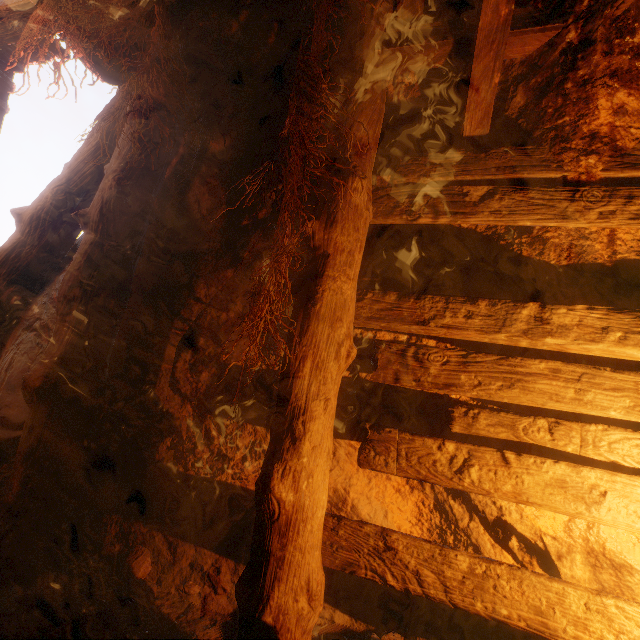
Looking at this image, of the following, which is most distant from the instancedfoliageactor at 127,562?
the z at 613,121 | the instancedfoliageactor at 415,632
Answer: the instancedfoliageactor at 415,632

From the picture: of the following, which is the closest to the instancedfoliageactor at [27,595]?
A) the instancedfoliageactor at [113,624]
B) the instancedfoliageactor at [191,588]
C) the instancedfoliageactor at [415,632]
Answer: the instancedfoliageactor at [113,624]

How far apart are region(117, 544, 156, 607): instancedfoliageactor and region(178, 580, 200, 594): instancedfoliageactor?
0.2m

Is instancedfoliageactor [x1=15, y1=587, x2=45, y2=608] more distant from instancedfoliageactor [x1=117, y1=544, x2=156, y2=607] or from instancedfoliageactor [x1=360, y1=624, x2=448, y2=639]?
instancedfoliageactor [x1=360, y1=624, x2=448, y2=639]

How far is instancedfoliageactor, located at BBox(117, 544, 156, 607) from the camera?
2.2 meters

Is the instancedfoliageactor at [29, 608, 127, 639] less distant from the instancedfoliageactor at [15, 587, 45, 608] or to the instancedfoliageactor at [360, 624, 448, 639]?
the instancedfoliageactor at [15, 587, 45, 608]

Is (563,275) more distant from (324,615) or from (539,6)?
(324,615)

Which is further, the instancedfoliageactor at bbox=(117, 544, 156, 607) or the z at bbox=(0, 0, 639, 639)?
the instancedfoliageactor at bbox=(117, 544, 156, 607)
